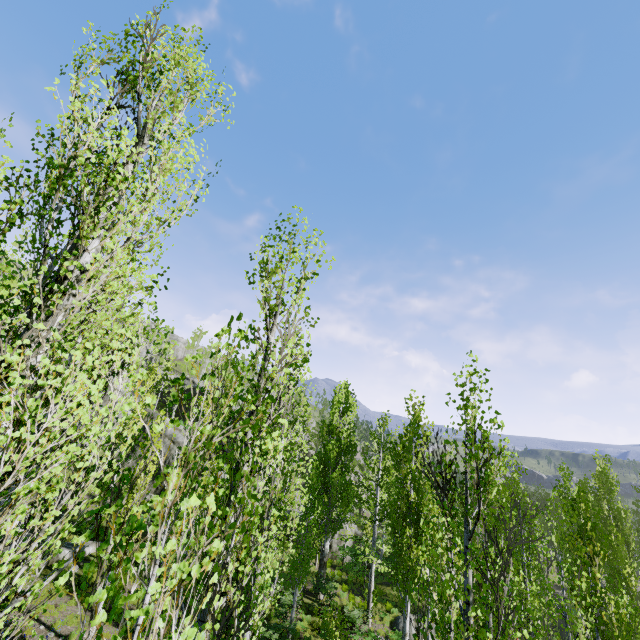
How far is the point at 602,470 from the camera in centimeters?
2536cm
